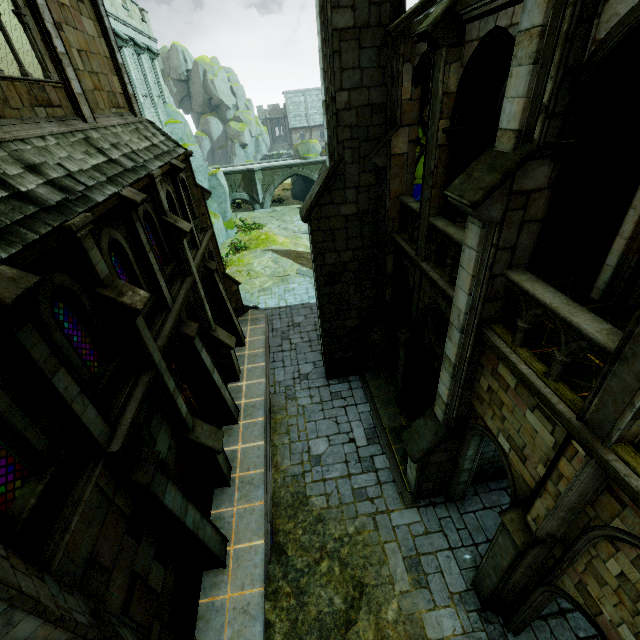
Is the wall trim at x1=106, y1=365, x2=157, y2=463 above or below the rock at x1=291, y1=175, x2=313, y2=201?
above

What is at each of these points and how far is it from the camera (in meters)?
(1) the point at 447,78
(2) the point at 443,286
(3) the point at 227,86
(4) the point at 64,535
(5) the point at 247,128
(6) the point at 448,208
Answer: (1) stone column, 6.75
(2) wall trim, 7.88
(3) rock, 58.91
(4) stone beam, 4.73
(5) rock, 59.91
(6) archway, 8.12

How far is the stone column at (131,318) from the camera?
6.11m

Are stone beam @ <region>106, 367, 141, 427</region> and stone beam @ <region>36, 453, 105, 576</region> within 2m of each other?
yes

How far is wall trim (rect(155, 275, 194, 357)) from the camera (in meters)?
8.52

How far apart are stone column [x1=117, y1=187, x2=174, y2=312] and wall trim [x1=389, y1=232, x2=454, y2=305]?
7.32m

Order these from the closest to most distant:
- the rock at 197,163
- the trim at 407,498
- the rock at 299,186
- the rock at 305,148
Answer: the trim at 407,498 → the rock at 197,163 → the rock at 305,148 → the rock at 299,186

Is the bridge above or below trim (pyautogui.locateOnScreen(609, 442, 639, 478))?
below
